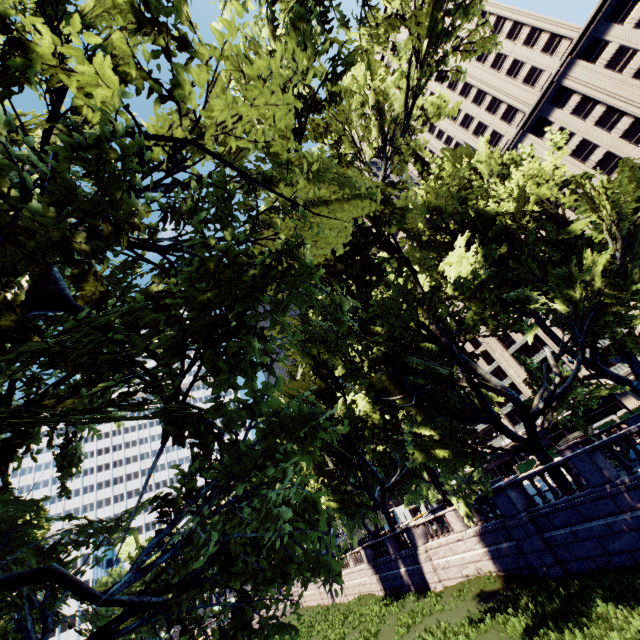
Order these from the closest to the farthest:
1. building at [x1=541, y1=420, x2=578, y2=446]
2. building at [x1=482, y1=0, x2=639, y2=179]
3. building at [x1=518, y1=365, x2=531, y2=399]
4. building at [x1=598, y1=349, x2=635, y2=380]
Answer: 1. building at [x1=482, y1=0, x2=639, y2=179]
2. building at [x1=598, y1=349, x2=635, y2=380]
3. building at [x1=541, y1=420, x2=578, y2=446]
4. building at [x1=518, y1=365, x2=531, y2=399]

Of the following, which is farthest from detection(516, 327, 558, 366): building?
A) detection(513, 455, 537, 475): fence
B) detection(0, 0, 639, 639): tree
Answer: detection(0, 0, 639, 639): tree

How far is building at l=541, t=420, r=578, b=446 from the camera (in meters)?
53.03

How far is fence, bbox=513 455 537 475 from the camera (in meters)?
43.99

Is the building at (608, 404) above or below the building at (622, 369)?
below

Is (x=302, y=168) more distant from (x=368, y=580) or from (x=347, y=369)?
(x=368, y=580)

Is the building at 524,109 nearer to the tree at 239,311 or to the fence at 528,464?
the fence at 528,464
